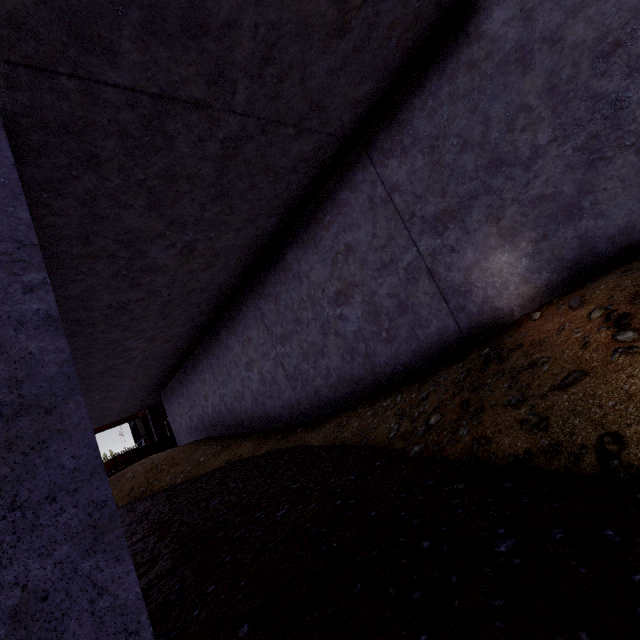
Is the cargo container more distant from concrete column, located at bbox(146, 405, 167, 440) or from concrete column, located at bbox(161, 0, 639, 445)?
concrete column, located at bbox(161, 0, 639, 445)

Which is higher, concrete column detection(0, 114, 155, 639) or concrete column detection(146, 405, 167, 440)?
concrete column detection(146, 405, 167, 440)

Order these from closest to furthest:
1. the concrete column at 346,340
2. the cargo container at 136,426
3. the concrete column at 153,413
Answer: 1. the concrete column at 346,340
2. the concrete column at 153,413
3. the cargo container at 136,426

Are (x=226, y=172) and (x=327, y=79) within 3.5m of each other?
yes

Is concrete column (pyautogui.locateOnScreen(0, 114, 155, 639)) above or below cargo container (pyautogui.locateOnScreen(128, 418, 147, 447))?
below

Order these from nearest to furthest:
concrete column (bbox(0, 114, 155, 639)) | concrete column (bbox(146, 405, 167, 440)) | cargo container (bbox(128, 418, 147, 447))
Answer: concrete column (bbox(0, 114, 155, 639)) < concrete column (bbox(146, 405, 167, 440)) < cargo container (bbox(128, 418, 147, 447))

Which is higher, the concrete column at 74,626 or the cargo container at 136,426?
the cargo container at 136,426

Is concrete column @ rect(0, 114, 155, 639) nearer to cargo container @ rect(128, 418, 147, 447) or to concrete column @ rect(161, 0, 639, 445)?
concrete column @ rect(161, 0, 639, 445)
